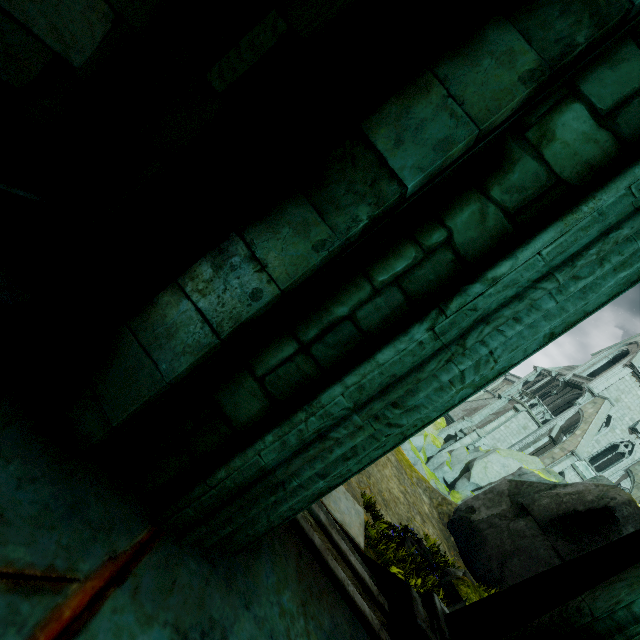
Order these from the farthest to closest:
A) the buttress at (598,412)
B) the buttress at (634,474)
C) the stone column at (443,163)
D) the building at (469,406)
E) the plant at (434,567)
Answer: the building at (469,406)
the buttress at (634,474)
the buttress at (598,412)
the plant at (434,567)
the stone column at (443,163)

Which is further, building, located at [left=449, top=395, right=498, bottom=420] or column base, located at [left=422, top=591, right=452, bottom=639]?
building, located at [left=449, top=395, right=498, bottom=420]

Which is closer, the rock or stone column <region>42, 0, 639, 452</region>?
stone column <region>42, 0, 639, 452</region>

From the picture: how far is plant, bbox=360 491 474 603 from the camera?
5.52m

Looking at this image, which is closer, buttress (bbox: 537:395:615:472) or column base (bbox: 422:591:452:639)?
column base (bbox: 422:591:452:639)

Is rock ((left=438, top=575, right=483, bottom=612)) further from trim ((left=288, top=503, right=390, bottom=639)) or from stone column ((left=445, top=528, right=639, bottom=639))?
trim ((left=288, top=503, right=390, bottom=639))

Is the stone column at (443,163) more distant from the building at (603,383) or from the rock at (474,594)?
the building at (603,383)

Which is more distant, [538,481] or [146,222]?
[538,481]
